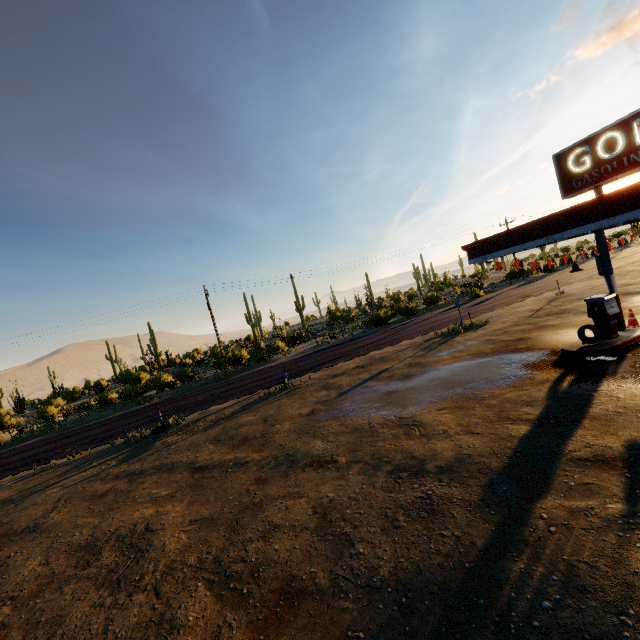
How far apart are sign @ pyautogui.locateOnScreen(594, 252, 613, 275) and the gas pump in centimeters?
78cm

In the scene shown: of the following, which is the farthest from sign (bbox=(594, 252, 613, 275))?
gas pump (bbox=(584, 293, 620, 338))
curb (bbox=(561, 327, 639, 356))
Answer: curb (bbox=(561, 327, 639, 356))

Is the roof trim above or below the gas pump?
above

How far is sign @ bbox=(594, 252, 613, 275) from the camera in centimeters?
1155cm

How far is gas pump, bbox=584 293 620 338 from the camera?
11.1m

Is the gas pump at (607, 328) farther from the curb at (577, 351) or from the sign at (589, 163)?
the sign at (589, 163)

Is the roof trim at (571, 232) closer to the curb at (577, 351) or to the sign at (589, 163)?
the sign at (589, 163)

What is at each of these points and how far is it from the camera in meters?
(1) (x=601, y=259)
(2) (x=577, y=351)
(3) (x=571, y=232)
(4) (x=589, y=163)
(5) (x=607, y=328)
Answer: (1) sign, 11.8 m
(2) curb, 10.9 m
(3) roof trim, 9.1 m
(4) sign, 10.0 m
(5) gas pump, 11.3 m
